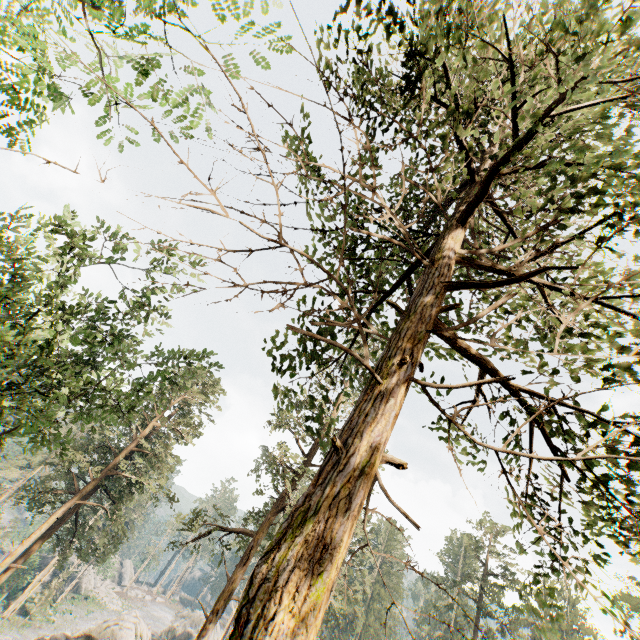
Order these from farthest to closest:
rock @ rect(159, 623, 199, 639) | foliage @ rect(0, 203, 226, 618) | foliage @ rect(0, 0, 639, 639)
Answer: rock @ rect(159, 623, 199, 639) → foliage @ rect(0, 203, 226, 618) → foliage @ rect(0, 0, 639, 639)

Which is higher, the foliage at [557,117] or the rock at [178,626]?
the foliage at [557,117]

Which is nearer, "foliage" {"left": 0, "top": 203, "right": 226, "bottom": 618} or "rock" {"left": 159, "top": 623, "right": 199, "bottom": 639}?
"foliage" {"left": 0, "top": 203, "right": 226, "bottom": 618}

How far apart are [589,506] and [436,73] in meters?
10.8 m

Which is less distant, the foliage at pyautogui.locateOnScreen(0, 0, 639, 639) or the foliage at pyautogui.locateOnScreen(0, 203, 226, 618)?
the foliage at pyautogui.locateOnScreen(0, 0, 639, 639)
